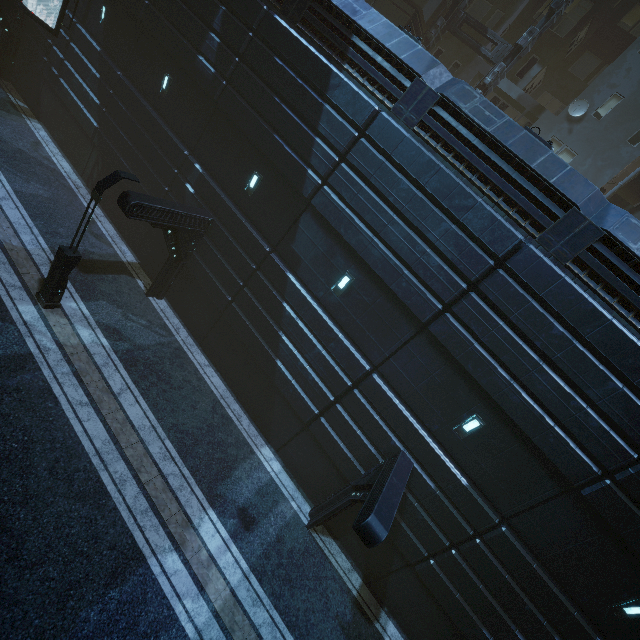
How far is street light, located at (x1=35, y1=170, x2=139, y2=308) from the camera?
9.5m

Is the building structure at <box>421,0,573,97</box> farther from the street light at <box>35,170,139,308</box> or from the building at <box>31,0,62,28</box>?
the street light at <box>35,170,139,308</box>

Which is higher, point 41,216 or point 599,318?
point 599,318

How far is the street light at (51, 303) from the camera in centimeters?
946cm

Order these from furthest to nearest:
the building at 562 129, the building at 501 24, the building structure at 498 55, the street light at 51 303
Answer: the building at 501 24 → the building structure at 498 55 → the street light at 51 303 → the building at 562 129

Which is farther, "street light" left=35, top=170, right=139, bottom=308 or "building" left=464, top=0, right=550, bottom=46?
"building" left=464, top=0, right=550, bottom=46

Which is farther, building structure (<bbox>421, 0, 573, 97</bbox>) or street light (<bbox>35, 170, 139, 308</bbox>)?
building structure (<bbox>421, 0, 573, 97</bbox>)
